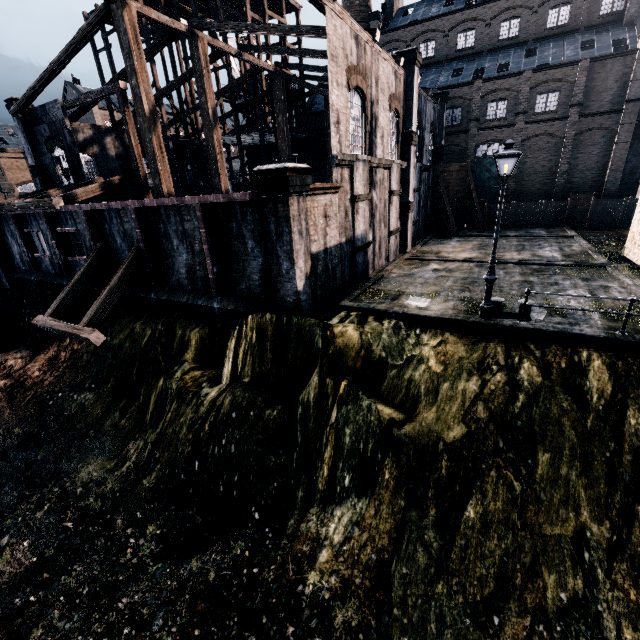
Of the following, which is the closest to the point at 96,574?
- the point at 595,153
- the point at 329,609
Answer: the point at 329,609

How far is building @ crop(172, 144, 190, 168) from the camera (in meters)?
36.34

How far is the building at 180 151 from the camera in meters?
36.3

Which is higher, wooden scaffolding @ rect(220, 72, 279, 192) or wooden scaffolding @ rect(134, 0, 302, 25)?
wooden scaffolding @ rect(134, 0, 302, 25)

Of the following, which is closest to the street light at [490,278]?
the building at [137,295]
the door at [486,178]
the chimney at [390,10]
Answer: the building at [137,295]

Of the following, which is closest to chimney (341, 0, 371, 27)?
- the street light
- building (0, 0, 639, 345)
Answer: building (0, 0, 639, 345)

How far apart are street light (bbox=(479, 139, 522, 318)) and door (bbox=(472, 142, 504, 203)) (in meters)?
32.07

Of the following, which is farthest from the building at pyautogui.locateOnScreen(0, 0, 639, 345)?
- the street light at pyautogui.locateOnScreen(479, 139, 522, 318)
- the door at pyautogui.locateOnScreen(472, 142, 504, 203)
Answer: the street light at pyautogui.locateOnScreen(479, 139, 522, 318)
